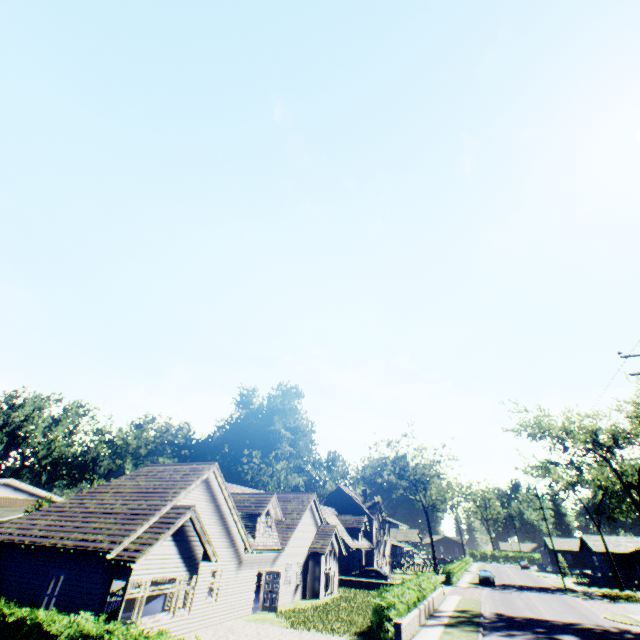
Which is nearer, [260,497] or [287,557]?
[260,497]

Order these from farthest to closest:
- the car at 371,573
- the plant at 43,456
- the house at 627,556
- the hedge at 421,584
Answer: the plant at 43,456 → the house at 627,556 → the car at 371,573 → the hedge at 421,584

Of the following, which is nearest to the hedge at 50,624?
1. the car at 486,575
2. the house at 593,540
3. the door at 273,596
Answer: the door at 273,596

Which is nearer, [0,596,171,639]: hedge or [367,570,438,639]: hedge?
[0,596,171,639]: hedge

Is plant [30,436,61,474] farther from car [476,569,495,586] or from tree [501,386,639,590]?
car [476,569,495,586]

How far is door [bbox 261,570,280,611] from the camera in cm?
2161

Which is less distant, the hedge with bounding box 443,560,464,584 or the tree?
the tree

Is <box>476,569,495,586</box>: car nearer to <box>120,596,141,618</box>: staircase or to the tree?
the tree
